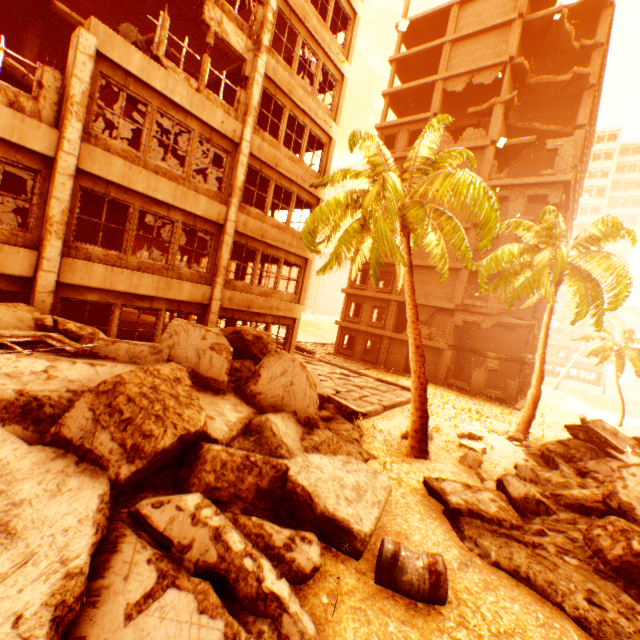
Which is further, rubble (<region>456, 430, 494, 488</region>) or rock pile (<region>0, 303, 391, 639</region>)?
rubble (<region>456, 430, 494, 488</region>)

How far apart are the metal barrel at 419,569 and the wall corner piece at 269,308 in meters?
9.8

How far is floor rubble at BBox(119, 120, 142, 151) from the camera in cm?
1257

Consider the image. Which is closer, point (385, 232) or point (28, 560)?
point (28, 560)

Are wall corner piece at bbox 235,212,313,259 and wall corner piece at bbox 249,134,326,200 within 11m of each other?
Result: yes

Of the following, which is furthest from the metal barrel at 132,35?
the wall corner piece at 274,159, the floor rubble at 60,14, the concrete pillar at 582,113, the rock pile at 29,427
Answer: the concrete pillar at 582,113

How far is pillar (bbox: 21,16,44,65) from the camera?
12.09m

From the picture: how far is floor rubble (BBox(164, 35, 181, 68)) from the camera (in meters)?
12.55
